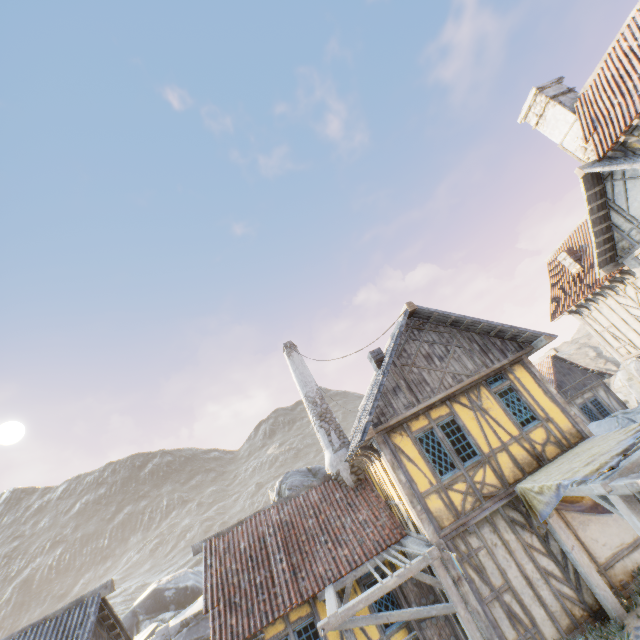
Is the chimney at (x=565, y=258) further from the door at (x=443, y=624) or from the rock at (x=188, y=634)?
the rock at (x=188, y=634)

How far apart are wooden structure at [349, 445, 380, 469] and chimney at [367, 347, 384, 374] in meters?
2.9 m

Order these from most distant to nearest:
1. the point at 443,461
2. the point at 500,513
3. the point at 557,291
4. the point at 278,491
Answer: the point at 278,491 < the point at 557,291 < the point at 443,461 < the point at 500,513

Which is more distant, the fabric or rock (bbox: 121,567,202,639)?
rock (bbox: 121,567,202,639)

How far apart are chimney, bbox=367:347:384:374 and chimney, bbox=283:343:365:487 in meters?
3.3

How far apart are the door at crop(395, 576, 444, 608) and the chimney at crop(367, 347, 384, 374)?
5.92m

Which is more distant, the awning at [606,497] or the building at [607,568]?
the building at [607,568]

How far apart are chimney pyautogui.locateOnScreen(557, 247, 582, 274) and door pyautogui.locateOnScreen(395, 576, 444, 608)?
14.1m
